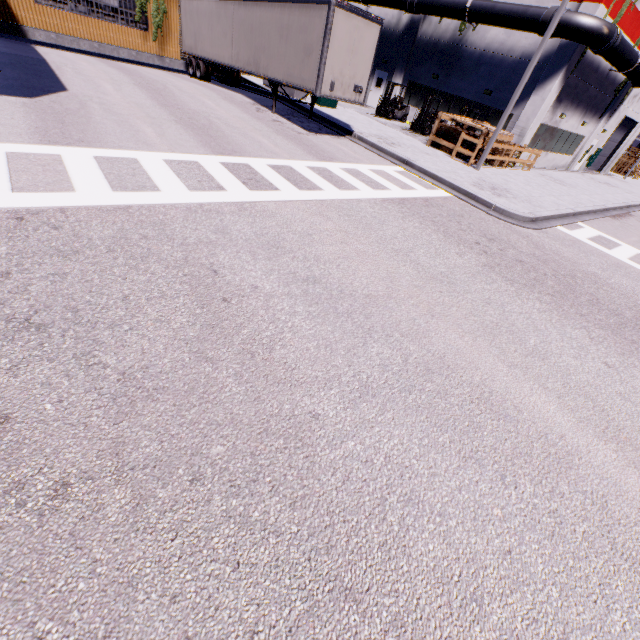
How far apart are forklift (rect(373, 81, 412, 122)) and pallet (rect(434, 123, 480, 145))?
6.8 meters

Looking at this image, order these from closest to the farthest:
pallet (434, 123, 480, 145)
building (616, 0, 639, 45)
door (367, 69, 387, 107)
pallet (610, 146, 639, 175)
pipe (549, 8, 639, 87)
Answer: pipe (549, 8, 639, 87)
pallet (434, 123, 480, 145)
building (616, 0, 639, 45)
door (367, 69, 387, 107)
pallet (610, 146, 639, 175)

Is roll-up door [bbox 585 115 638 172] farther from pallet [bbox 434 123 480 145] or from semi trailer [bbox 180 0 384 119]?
pallet [bbox 434 123 480 145]

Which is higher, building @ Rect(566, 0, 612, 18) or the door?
building @ Rect(566, 0, 612, 18)

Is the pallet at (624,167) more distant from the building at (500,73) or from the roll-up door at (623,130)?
the roll-up door at (623,130)

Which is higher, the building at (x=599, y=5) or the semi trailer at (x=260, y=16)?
the building at (x=599, y=5)

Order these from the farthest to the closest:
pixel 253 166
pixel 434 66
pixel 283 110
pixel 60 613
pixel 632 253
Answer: pixel 434 66
pixel 283 110
pixel 632 253
pixel 253 166
pixel 60 613

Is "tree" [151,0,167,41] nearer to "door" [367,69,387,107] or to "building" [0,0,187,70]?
"building" [0,0,187,70]
